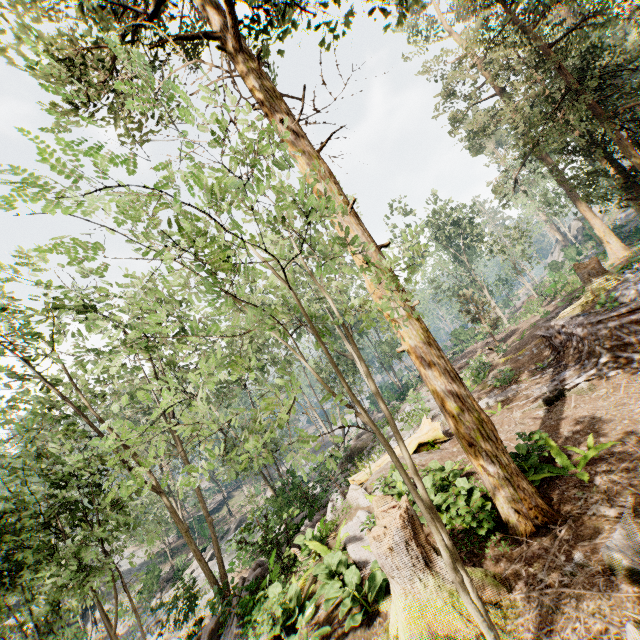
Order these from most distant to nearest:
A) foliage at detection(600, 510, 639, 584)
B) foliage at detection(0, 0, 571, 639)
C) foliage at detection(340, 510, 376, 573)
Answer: foliage at detection(340, 510, 376, 573), foliage at detection(600, 510, 639, 584), foliage at detection(0, 0, 571, 639)

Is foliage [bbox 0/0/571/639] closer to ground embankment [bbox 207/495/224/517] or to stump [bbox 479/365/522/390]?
ground embankment [bbox 207/495/224/517]

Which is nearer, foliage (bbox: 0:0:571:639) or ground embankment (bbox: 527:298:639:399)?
foliage (bbox: 0:0:571:639)

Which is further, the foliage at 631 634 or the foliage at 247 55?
the foliage at 631 634

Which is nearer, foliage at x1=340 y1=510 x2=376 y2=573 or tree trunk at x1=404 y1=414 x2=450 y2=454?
foliage at x1=340 y1=510 x2=376 y2=573

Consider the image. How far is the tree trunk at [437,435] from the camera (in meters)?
12.30

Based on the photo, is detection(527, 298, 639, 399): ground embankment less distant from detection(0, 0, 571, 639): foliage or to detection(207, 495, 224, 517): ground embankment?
detection(0, 0, 571, 639): foliage

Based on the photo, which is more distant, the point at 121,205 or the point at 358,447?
the point at 358,447
